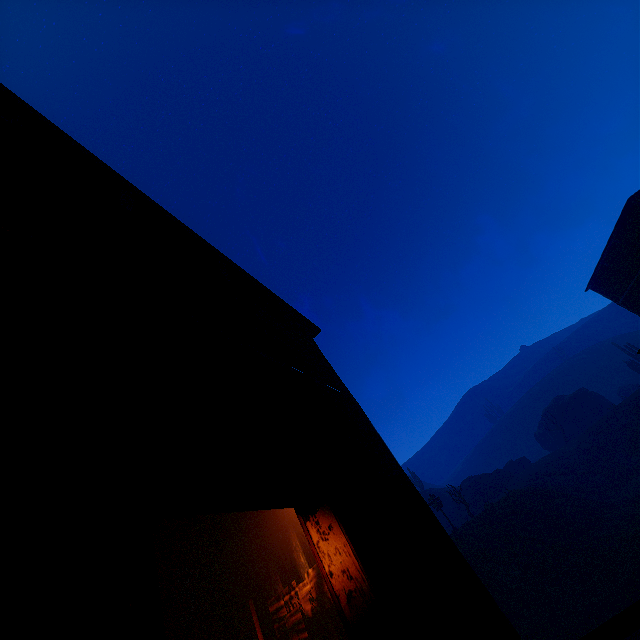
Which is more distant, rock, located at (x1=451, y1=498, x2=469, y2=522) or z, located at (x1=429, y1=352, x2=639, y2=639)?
rock, located at (x1=451, y1=498, x2=469, y2=522)

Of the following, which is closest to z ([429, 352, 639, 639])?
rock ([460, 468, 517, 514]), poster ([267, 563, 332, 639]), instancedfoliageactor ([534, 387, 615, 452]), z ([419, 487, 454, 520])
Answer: rock ([460, 468, 517, 514])

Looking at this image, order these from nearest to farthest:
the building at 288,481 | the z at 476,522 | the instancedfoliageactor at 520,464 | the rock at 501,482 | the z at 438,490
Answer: the building at 288,481 → the z at 476,522 → the rock at 501,482 → the instancedfoliageactor at 520,464 → the z at 438,490

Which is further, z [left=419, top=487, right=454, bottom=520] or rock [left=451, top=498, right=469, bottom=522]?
z [left=419, top=487, right=454, bottom=520]

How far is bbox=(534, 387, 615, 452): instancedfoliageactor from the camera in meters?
42.5 m

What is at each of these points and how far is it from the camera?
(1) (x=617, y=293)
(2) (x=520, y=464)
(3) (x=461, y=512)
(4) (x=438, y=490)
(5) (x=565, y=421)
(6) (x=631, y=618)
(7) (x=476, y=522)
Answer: (1) building, 21.8 meters
(2) instancedfoliageactor, 45.5 meters
(3) rock, 40.5 meters
(4) z, 52.0 meters
(5) instancedfoliageactor, 45.6 meters
(6) building, 1.5 meters
(7) z, 25.9 meters

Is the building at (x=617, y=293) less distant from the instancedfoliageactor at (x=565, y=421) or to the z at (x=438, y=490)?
the instancedfoliageactor at (x=565, y=421)

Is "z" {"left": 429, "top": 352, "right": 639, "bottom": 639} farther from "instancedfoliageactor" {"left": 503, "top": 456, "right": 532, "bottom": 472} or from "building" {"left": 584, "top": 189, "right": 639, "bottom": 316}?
"instancedfoliageactor" {"left": 503, "top": 456, "right": 532, "bottom": 472}
